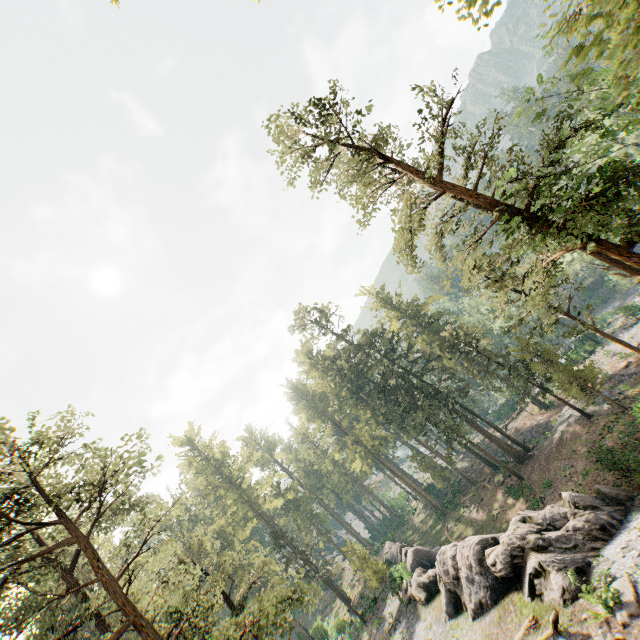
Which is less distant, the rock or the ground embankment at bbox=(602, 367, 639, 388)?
the rock

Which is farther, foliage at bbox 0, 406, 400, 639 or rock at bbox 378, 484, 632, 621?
rock at bbox 378, 484, 632, 621

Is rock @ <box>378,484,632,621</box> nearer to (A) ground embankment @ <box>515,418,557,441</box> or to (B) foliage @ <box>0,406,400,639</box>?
(B) foliage @ <box>0,406,400,639</box>

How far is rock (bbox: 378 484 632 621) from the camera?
17.7 meters

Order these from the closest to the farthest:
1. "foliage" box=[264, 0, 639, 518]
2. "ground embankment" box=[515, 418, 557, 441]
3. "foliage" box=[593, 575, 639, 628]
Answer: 1. "foliage" box=[264, 0, 639, 518]
2. "foliage" box=[593, 575, 639, 628]
3. "ground embankment" box=[515, 418, 557, 441]

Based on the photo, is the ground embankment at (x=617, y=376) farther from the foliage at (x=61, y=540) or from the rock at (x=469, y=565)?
the rock at (x=469, y=565)

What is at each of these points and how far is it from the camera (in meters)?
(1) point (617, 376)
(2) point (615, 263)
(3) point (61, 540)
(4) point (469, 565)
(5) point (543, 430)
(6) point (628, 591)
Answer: (1) ground embankment, 33.81
(2) foliage, 21.77
(3) foliage, 13.25
(4) rock, 22.31
(5) ground embankment, 40.59
(6) foliage, 13.88

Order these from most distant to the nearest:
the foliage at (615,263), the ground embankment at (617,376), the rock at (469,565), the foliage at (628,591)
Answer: the ground embankment at (617,376) → the rock at (469,565) → the foliage at (628,591) → the foliage at (615,263)
